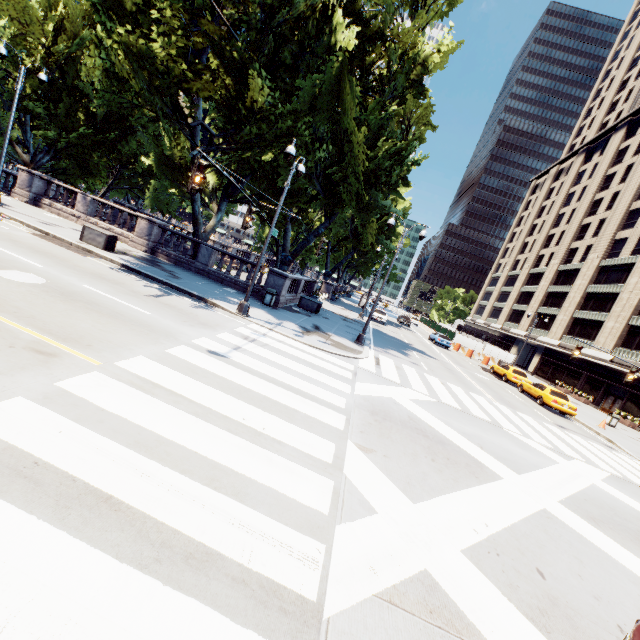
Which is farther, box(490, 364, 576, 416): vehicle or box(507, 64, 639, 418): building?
box(507, 64, 639, 418): building

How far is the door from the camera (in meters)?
33.41

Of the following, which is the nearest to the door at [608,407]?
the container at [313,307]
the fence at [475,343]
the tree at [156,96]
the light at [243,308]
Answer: the fence at [475,343]

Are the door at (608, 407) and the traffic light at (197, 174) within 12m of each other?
no

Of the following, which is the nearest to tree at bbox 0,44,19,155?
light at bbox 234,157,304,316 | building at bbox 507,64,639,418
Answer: light at bbox 234,157,304,316

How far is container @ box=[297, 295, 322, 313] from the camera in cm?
2309

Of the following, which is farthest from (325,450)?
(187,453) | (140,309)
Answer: (140,309)

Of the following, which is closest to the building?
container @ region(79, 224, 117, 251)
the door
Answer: the door
